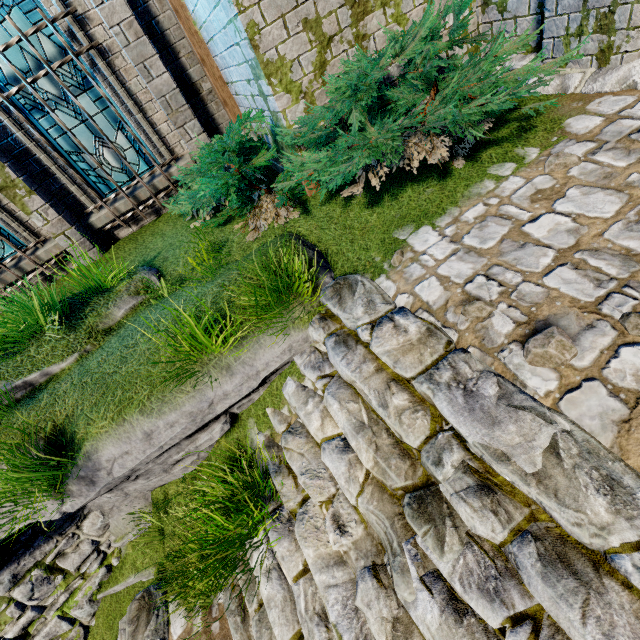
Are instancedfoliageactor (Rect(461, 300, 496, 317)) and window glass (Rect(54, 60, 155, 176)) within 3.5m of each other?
no

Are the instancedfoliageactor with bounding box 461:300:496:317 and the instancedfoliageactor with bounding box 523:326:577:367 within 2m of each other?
yes

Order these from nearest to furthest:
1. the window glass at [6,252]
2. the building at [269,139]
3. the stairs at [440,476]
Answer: the stairs at [440,476]
the building at [269,139]
the window glass at [6,252]

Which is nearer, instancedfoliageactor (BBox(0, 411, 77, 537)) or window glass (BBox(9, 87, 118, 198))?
instancedfoliageactor (BBox(0, 411, 77, 537))

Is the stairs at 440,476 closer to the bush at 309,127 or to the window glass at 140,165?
the bush at 309,127

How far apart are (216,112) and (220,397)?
5.66m

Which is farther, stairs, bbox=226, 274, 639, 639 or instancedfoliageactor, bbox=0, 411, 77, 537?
instancedfoliageactor, bbox=0, 411, 77, 537

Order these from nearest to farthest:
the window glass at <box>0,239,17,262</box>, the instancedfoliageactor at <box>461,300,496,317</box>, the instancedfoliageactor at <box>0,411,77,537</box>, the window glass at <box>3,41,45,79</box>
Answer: the instancedfoliageactor at <box>461,300,496,317</box> → the instancedfoliageactor at <box>0,411,77,537</box> → the window glass at <box>3,41,45,79</box> → the window glass at <box>0,239,17,262</box>
